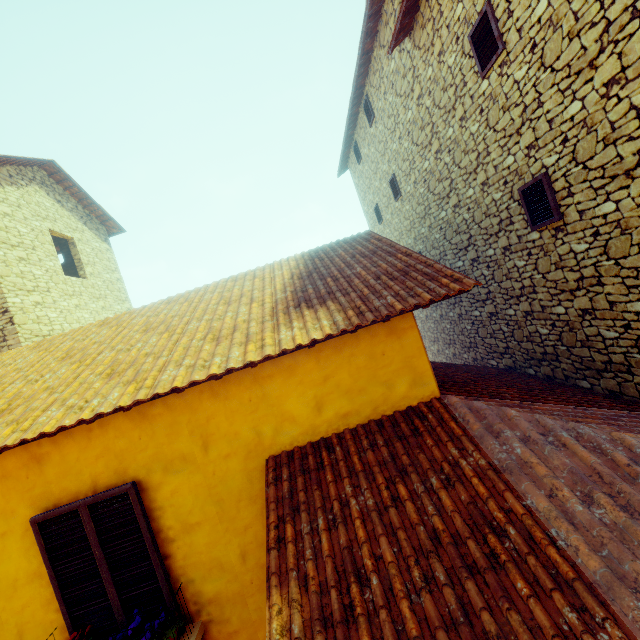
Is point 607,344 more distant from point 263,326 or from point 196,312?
point 196,312

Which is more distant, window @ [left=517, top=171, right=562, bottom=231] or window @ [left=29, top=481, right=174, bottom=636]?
window @ [left=517, top=171, right=562, bottom=231]

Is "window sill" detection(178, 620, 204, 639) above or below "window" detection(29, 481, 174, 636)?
below

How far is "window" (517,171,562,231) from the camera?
4.48m

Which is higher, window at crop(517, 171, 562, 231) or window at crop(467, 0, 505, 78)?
window at crop(467, 0, 505, 78)

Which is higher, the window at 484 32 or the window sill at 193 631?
the window at 484 32

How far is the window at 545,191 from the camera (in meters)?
4.48
